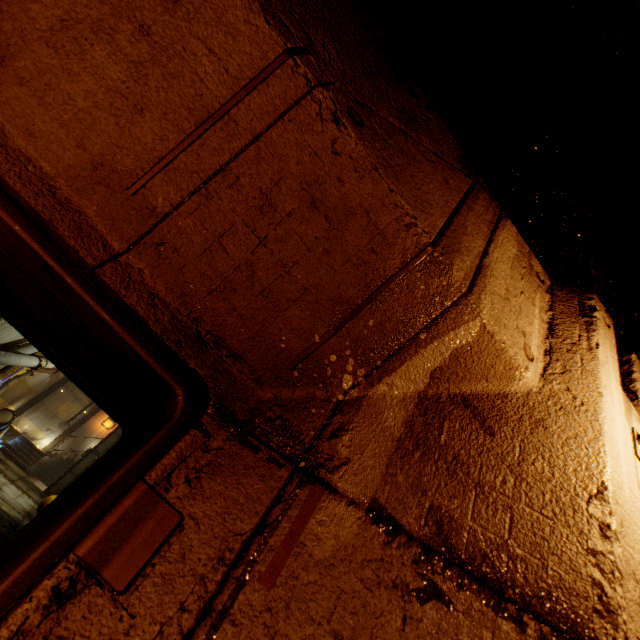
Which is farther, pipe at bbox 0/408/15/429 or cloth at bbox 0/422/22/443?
cloth at bbox 0/422/22/443

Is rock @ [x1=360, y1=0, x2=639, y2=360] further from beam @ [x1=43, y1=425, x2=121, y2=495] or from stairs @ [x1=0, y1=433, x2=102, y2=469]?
beam @ [x1=43, y1=425, x2=121, y2=495]

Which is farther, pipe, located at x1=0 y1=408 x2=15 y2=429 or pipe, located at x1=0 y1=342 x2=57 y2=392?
pipe, located at x1=0 y1=408 x2=15 y2=429

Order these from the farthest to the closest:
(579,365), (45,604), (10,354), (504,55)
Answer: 1. (10,354)
2. (504,55)
3. (579,365)
4. (45,604)

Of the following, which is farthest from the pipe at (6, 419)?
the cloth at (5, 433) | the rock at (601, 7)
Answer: the rock at (601, 7)

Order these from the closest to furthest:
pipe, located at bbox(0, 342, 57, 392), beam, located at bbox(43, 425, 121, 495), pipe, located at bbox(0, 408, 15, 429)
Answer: pipe, located at bbox(0, 342, 57, 392) < pipe, located at bbox(0, 408, 15, 429) < beam, located at bbox(43, 425, 121, 495)

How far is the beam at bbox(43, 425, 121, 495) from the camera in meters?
19.1 m

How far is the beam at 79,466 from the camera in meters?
19.1
